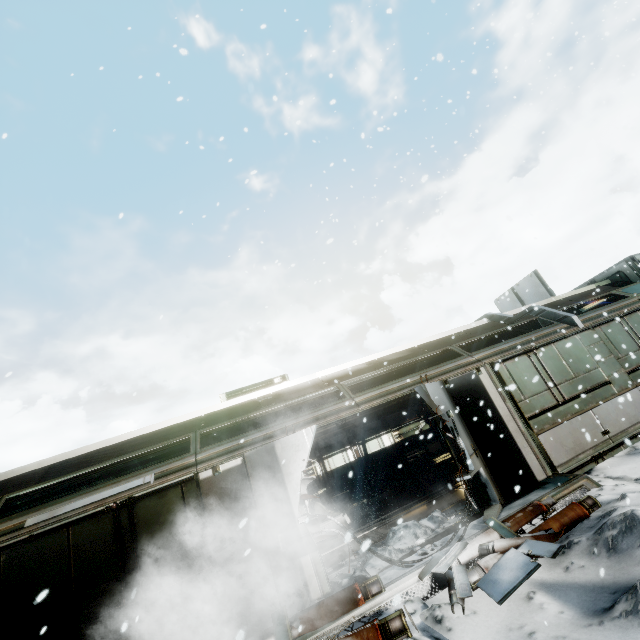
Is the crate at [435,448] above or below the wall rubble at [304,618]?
above

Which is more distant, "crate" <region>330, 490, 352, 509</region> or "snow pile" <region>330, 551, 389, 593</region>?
"crate" <region>330, 490, 352, 509</region>

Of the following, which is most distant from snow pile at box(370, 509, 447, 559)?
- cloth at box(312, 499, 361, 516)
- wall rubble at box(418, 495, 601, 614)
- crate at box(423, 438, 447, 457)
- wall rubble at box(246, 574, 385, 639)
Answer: crate at box(423, 438, 447, 457)

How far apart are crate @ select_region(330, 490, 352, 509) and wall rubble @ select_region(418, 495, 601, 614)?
7.9 meters

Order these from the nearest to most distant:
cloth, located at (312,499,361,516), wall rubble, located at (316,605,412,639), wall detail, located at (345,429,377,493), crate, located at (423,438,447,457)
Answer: wall rubble, located at (316,605,412,639) < cloth, located at (312,499,361,516) < wall detail, located at (345,429,377,493) < crate, located at (423,438,447,457)

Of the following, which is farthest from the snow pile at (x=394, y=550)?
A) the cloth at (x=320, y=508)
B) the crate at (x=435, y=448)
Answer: the crate at (x=435, y=448)

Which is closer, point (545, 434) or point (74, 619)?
point (74, 619)

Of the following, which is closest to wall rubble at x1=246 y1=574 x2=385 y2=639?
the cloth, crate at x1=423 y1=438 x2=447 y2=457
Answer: the cloth
